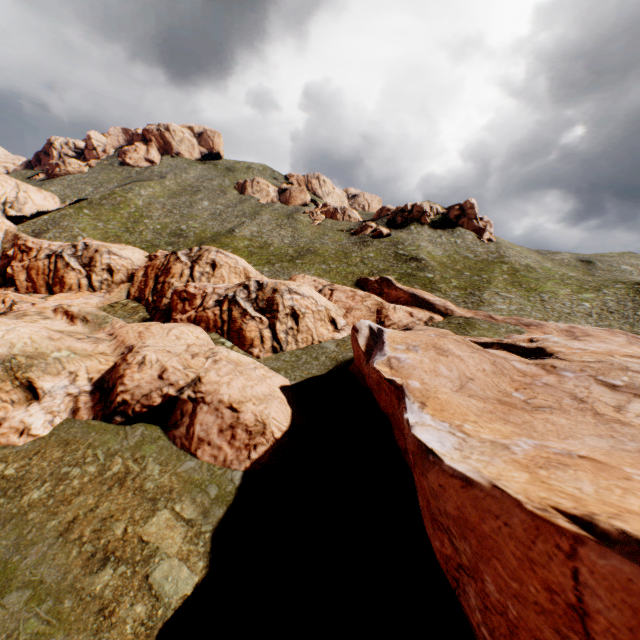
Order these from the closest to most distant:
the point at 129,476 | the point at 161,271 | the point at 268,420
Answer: the point at 129,476
the point at 268,420
the point at 161,271
